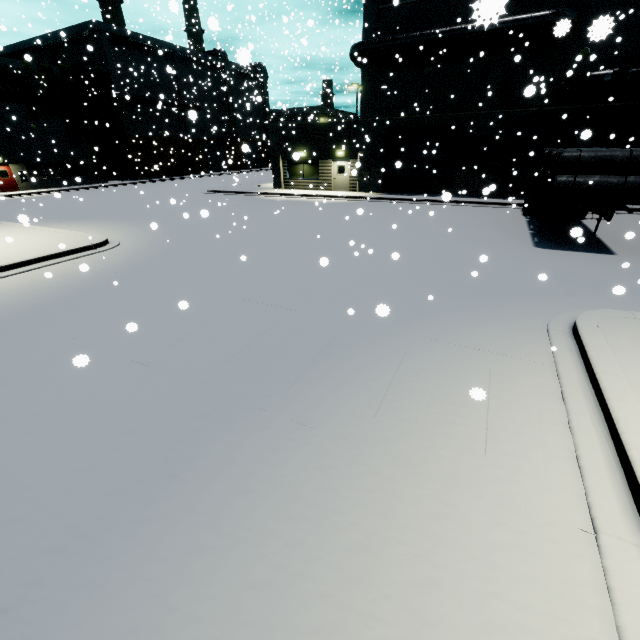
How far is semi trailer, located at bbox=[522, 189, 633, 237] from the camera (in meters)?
10.59

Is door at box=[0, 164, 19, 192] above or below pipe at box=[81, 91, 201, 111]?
below

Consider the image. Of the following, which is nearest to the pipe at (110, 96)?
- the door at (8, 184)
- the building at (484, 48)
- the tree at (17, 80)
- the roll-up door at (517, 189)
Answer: the building at (484, 48)

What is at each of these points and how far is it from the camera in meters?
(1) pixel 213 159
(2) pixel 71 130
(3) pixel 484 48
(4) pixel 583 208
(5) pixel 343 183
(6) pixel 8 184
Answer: (1) roll-up door, 53.0
(2) tree, 34.3
(3) building, 18.8
(4) semi trailer, 10.6
(5) door, 26.0
(6) door, 30.9

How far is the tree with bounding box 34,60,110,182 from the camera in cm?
3161

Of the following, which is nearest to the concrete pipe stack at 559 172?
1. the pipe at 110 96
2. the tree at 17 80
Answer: the pipe at 110 96

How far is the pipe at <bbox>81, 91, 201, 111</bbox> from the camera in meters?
36.8 m

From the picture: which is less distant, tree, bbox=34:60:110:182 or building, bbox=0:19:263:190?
building, bbox=0:19:263:190
